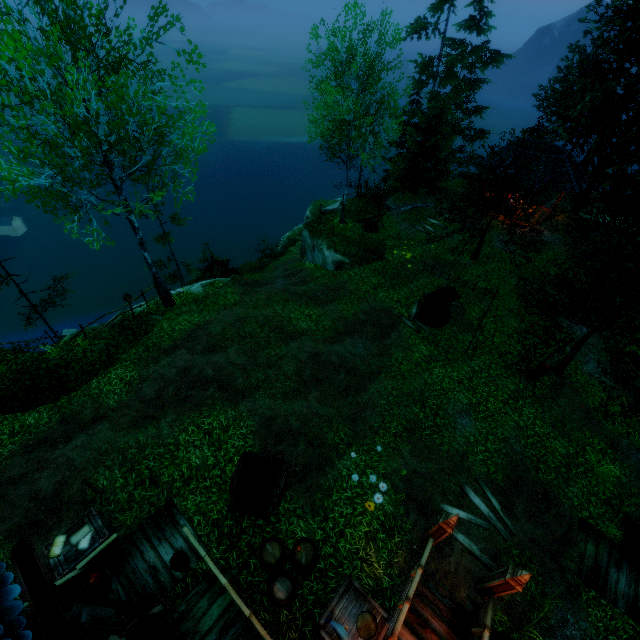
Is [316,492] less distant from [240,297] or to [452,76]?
[240,297]

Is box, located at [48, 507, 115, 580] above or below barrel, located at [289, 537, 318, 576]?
below

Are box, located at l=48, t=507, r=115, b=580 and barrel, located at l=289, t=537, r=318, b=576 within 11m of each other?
yes

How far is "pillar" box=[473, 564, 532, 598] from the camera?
6.9 meters

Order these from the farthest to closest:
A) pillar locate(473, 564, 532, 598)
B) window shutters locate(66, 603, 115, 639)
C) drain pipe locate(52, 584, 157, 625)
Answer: pillar locate(473, 564, 532, 598) < drain pipe locate(52, 584, 157, 625) < window shutters locate(66, 603, 115, 639)

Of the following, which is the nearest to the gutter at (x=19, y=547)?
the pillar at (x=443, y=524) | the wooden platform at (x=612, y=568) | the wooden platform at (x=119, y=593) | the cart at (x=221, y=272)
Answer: the wooden platform at (x=119, y=593)

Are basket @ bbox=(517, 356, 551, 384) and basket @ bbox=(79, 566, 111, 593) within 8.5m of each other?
no

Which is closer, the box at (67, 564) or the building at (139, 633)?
the building at (139, 633)
